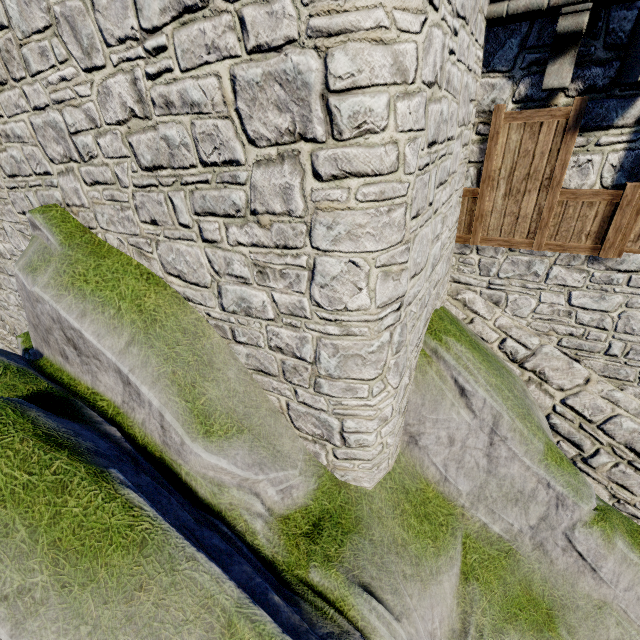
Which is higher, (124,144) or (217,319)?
(124,144)
